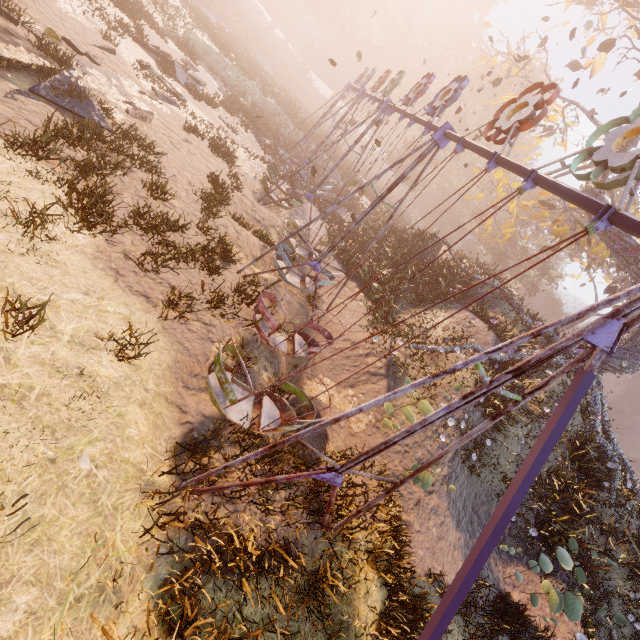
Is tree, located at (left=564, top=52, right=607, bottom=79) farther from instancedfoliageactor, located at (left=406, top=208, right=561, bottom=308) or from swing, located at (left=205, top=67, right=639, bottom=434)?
instancedfoliageactor, located at (left=406, top=208, right=561, bottom=308)

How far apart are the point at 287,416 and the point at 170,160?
9.3m

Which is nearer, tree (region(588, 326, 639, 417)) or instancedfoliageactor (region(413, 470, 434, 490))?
instancedfoliageactor (region(413, 470, 434, 490))

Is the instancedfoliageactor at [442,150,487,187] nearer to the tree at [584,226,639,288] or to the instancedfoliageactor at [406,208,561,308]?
the instancedfoliageactor at [406,208,561,308]

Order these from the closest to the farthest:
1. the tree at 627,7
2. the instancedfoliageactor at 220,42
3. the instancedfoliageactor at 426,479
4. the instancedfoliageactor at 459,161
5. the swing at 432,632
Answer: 1. the swing at 432,632
2. the instancedfoliageactor at 426,479
3. the tree at 627,7
4. the instancedfoliageactor at 220,42
5. the instancedfoliageactor at 459,161

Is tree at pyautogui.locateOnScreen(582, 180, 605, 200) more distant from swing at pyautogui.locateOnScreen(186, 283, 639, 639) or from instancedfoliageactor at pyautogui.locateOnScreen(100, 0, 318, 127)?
instancedfoliageactor at pyautogui.locateOnScreen(100, 0, 318, 127)

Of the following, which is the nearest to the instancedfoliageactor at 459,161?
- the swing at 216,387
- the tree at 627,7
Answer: the swing at 216,387

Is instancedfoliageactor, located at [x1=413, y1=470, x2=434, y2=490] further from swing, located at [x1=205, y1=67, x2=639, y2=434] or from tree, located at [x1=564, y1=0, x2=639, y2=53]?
tree, located at [x1=564, y1=0, x2=639, y2=53]
